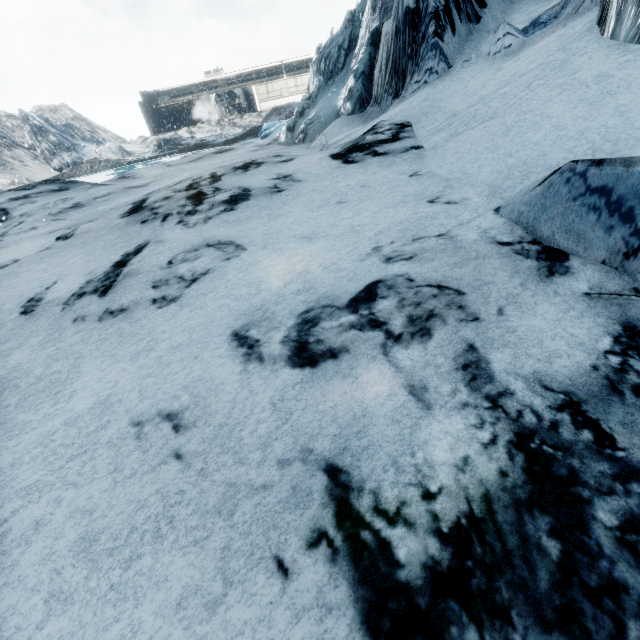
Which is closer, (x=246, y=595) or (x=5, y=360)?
(x=246, y=595)
